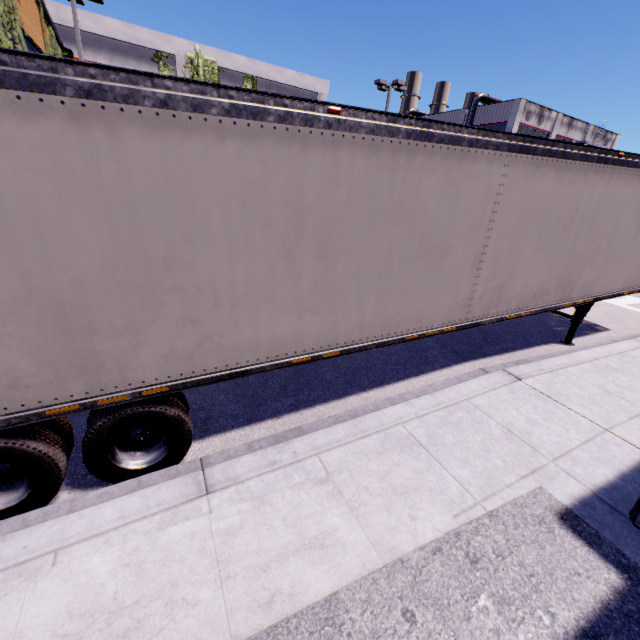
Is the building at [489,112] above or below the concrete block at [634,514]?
above

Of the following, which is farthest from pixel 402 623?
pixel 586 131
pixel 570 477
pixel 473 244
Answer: pixel 586 131

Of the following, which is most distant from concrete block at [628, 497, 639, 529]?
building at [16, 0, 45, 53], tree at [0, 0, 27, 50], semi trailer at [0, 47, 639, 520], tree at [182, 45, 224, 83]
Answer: tree at [182, 45, 224, 83]

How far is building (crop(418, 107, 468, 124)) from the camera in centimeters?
4502cm

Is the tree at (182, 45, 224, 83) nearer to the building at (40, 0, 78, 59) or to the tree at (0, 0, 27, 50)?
the building at (40, 0, 78, 59)

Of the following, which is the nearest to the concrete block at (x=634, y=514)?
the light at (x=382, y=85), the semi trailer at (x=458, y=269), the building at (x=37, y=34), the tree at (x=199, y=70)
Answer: the building at (x=37, y=34)

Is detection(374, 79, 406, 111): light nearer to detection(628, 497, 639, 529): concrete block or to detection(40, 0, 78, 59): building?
detection(40, 0, 78, 59): building

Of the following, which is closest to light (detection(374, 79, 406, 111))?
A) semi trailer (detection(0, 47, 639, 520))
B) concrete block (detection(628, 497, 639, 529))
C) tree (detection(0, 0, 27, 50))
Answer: semi trailer (detection(0, 47, 639, 520))
